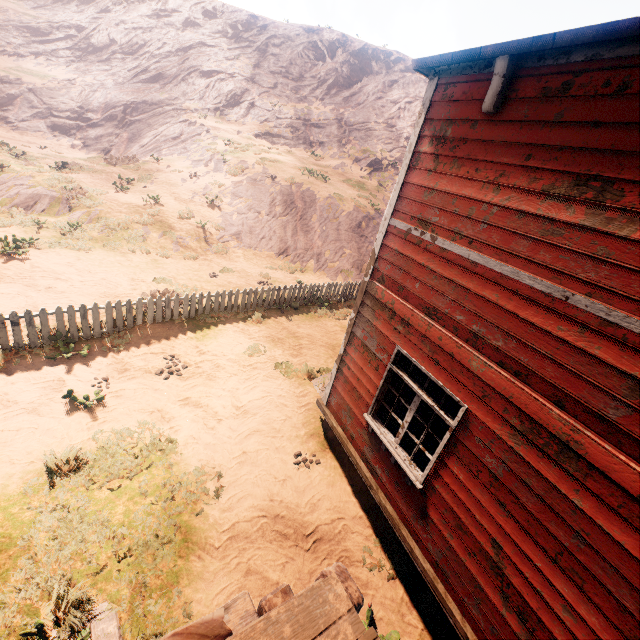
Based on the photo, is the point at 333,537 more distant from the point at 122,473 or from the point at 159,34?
the point at 159,34

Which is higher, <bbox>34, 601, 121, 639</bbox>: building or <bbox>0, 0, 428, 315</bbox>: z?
<bbox>0, 0, 428, 315</bbox>: z

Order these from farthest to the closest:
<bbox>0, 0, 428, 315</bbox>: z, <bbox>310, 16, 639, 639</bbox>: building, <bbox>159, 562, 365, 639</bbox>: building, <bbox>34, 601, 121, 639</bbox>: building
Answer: <bbox>0, 0, 428, 315</bbox>: z, <bbox>34, 601, 121, 639</bbox>: building, <bbox>310, 16, 639, 639</bbox>: building, <bbox>159, 562, 365, 639</bbox>: building

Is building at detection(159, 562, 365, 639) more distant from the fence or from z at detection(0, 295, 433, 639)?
the fence

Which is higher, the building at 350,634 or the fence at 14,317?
the building at 350,634

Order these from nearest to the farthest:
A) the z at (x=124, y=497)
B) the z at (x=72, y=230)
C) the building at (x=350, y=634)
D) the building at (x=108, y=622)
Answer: the building at (x=350, y=634) → the building at (x=108, y=622) → the z at (x=124, y=497) → the z at (x=72, y=230)
